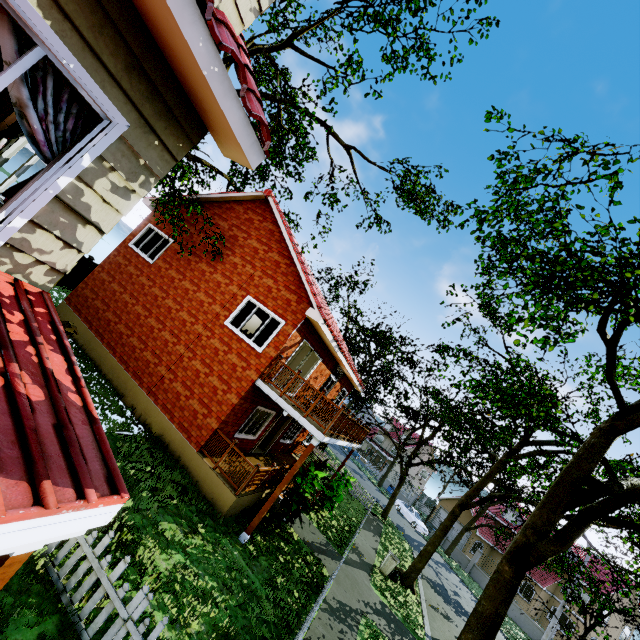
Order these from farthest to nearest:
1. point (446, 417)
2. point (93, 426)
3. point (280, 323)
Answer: point (446, 417) → point (280, 323) → point (93, 426)

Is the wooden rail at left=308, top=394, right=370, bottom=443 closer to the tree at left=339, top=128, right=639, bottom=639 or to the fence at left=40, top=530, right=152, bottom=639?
the fence at left=40, top=530, right=152, bottom=639

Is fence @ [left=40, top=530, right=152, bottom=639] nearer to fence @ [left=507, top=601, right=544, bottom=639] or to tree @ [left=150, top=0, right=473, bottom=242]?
tree @ [left=150, top=0, right=473, bottom=242]

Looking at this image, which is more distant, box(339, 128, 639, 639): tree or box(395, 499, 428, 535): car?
box(395, 499, 428, 535): car

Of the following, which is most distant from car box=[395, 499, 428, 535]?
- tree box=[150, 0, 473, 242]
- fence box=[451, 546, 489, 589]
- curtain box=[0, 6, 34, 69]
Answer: curtain box=[0, 6, 34, 69]

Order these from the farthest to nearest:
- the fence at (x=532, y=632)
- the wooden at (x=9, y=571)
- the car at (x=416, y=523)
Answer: the car at (x=416, y=523), the fence at (x=532, y=632), the wooden at (x=9, y=571)

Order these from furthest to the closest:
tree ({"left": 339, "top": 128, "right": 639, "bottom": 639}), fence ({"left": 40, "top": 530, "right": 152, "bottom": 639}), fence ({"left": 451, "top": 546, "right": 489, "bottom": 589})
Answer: fence ({"left": 451, "top": 546, "right": 489, "bottom": 589}), tree ({"left": 339, "top": 128, "right": 639, "bottom": 639}), fence ({"left": 40, "top": 530, "right": 152, "bottom": 639})

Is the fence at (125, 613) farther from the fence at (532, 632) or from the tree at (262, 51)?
the fence at (532, 632)
